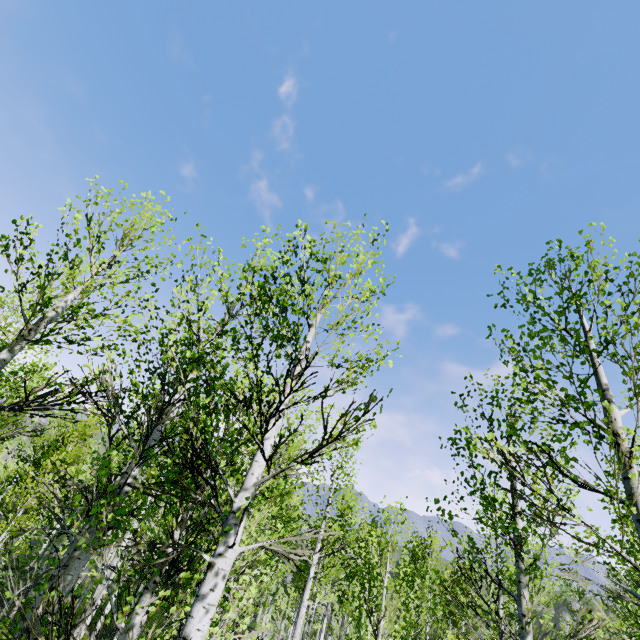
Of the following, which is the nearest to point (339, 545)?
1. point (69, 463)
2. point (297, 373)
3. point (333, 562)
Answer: point (333, 562)
